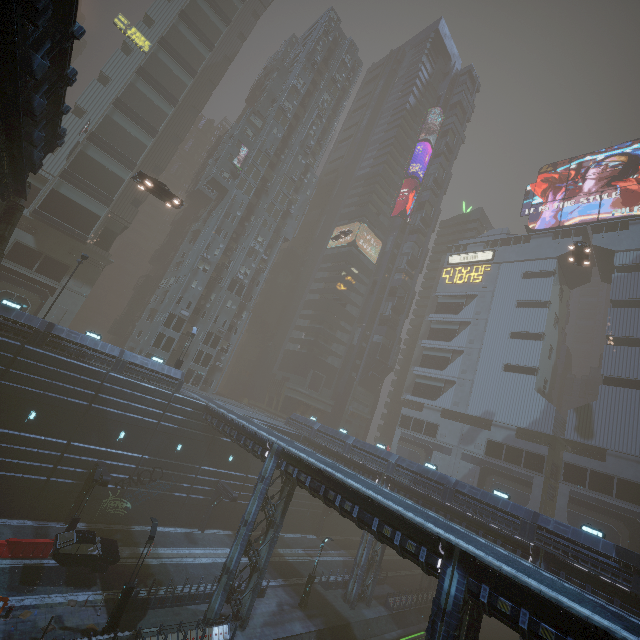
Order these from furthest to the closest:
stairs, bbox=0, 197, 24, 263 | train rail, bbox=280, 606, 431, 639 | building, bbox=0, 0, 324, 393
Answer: building, bbox=0, 0, 324, 393
train rail, bbox=280, 606, 431, 639
stairs, bbox=0, 197, 24, 263

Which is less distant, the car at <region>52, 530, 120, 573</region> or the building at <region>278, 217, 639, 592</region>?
the car at <region>52, 530, 120, 573</region>

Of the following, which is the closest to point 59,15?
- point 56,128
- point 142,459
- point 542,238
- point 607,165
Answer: point 56,128

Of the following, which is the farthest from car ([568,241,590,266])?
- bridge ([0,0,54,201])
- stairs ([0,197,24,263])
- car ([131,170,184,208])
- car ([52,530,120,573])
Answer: car ([52,530,120,573])

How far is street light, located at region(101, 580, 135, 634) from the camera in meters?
17.5

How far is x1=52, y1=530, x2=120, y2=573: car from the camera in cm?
1966

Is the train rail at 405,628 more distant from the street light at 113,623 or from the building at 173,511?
the street light at 113,623

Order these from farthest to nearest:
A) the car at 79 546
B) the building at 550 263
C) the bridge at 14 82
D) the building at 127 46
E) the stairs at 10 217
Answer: the building at 127 46 < the building at 550 263 < the stairs at 10 217 < the car at 79 546 < the bridge at 14 82
